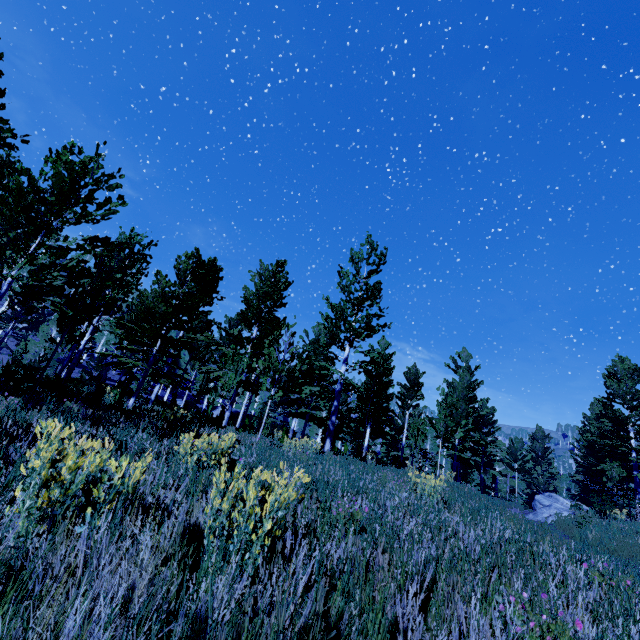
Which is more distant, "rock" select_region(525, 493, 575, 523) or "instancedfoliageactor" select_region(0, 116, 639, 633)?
"rock" select_region(525, 493, 575, 523)

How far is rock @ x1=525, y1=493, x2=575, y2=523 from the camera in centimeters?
1639cm

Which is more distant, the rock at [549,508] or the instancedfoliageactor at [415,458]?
the rock at [549,508]

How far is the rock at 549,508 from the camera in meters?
16.4 m

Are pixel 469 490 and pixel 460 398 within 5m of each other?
no
